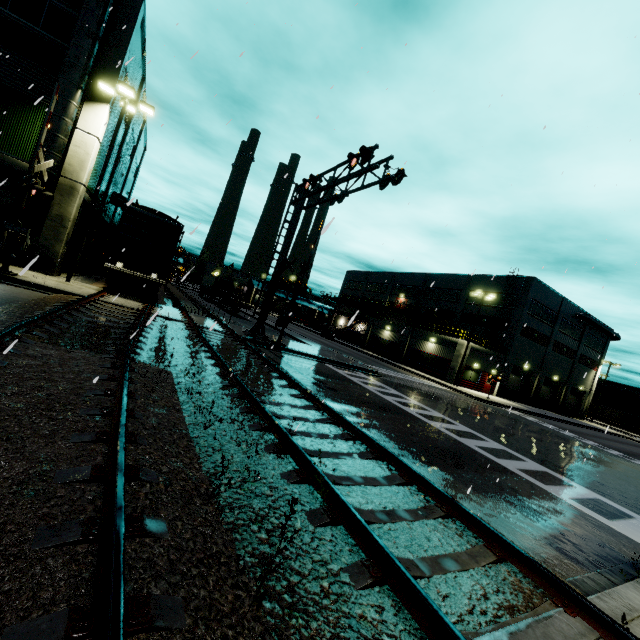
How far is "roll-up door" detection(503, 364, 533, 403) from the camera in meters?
39.8 m

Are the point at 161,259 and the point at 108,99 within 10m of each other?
yes

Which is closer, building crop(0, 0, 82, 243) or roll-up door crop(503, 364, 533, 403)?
building crop(0, 0, 82, 243)

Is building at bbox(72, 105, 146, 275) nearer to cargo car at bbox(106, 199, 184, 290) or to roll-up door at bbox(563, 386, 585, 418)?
roll-up door at bbox(563, 386, 585, 418)

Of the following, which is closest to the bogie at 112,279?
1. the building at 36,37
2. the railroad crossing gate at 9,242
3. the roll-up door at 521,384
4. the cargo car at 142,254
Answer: the cargo car at 142,254

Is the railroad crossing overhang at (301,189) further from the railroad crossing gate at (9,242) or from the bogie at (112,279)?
the bogie at (112,279)

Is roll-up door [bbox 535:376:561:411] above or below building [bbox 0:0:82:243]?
below
